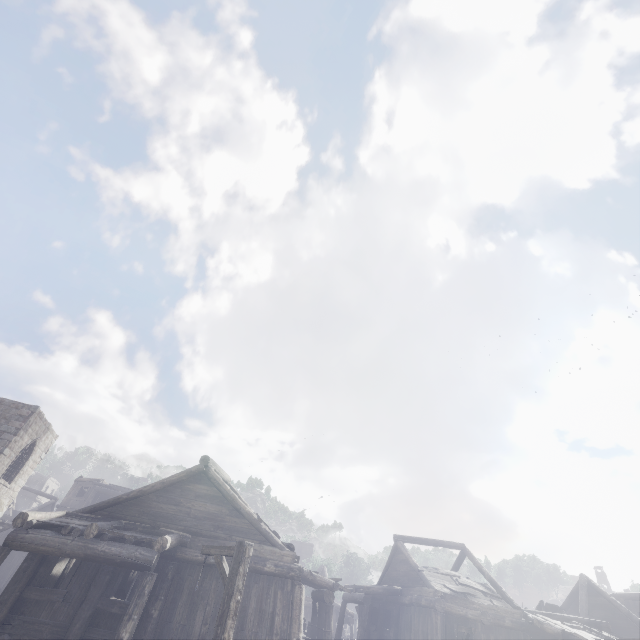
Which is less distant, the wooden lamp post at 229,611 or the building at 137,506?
the wooden lamp post at 229,611

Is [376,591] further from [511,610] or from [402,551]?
[511,610]

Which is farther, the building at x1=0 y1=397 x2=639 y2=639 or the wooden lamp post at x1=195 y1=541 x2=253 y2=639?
the building at x1=0 y1=397 x2=639 y2=639
